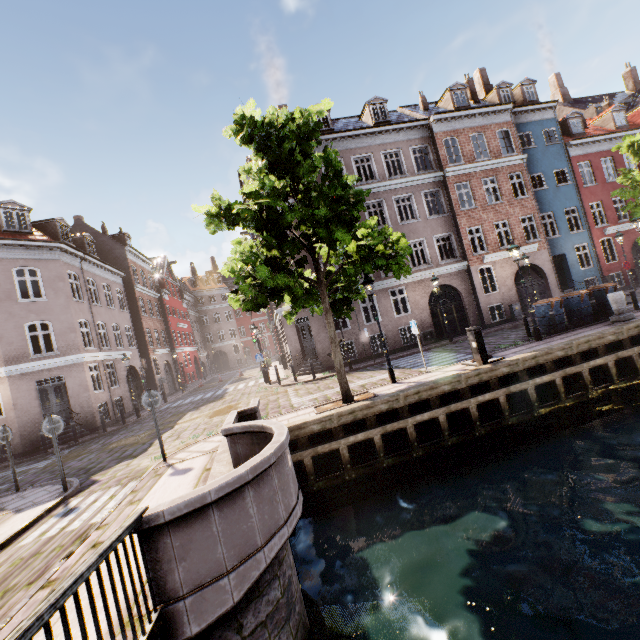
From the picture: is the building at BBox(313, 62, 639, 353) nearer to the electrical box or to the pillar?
the pillar

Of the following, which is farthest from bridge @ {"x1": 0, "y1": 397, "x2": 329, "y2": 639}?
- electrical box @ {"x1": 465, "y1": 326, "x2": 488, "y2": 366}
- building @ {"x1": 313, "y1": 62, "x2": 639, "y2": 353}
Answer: building @ {"x1": 313, "y1": 62, "x2": 639, "y2": 353}

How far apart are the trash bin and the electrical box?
6.3m

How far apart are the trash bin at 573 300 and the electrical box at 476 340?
6.3 meters

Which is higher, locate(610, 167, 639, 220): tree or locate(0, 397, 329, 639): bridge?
locate(610, 167, 639, 220): tree

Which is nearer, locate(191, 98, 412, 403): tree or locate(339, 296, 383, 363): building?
locate(191, 98, 412, 403): tree

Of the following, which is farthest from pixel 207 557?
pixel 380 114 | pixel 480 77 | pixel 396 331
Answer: pixel 480 77

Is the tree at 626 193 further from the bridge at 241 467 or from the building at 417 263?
the building at 417 263
